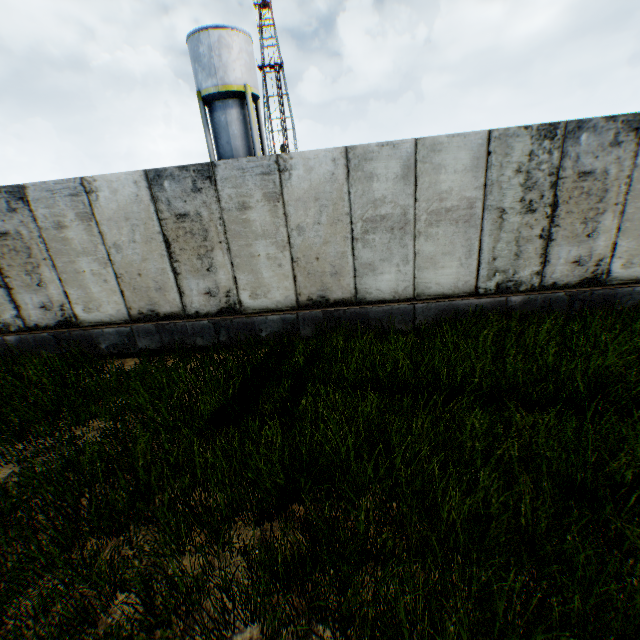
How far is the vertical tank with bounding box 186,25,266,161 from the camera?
19.3m

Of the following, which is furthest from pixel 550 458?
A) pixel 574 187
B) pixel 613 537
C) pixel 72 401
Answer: pixel 72 401

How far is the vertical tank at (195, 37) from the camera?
19.28m
